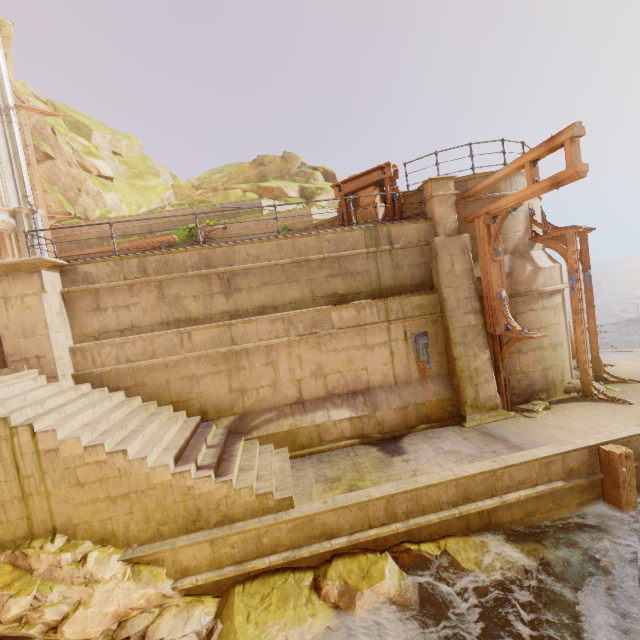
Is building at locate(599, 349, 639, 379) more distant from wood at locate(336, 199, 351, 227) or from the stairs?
wood at locate(336, 199, 351, 227)

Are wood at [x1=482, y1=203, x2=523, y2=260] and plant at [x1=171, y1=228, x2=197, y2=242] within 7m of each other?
no

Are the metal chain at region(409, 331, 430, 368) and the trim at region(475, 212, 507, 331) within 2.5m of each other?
yes

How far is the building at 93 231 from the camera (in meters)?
16.89

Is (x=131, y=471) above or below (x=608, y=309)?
above

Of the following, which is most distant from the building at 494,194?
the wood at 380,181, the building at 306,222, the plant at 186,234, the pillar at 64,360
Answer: the plant at 186,234

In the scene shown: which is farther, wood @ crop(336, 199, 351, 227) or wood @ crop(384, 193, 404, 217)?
wood @ crop(336, 199, 351, 227)

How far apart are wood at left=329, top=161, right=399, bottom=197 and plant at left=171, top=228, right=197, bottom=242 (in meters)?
7.45
